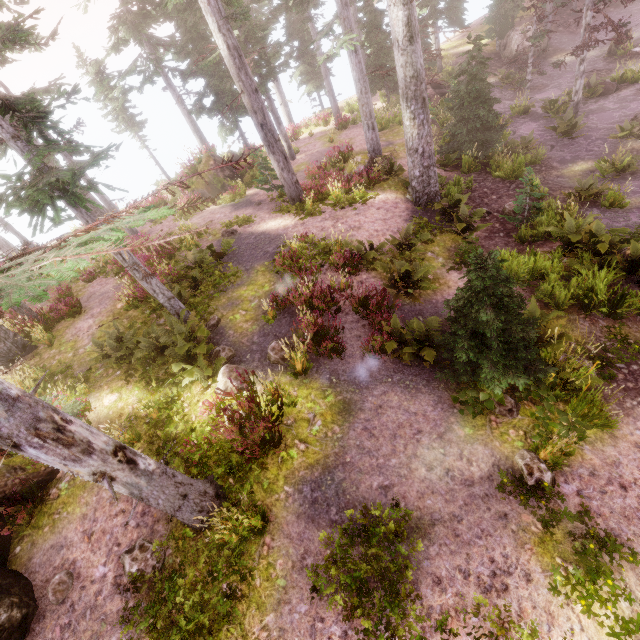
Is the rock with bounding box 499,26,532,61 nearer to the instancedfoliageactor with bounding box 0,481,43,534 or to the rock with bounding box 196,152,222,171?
the instancedfoliageactor with bounding box 0,481,43,534

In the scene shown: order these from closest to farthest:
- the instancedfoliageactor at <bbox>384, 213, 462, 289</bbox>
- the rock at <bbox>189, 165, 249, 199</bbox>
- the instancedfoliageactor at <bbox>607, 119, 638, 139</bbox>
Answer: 1. the instancedfoliageactor at <bbox>384, 213, 462, 289</bbox>
2. the instancedfoliageactor at <bbox>607, 119, 638, 139</bbox>
3. the rock at <bbox>189, 165, 249, 199</bbox>

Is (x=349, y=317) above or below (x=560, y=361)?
above

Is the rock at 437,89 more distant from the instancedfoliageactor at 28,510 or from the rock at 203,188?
the rock at 203,188

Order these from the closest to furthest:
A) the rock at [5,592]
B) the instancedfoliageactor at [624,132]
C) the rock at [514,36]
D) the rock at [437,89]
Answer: the rock at [5,592], the instancedfoliageactor at [624,132], the rock at [437,89], the rock at [514,36]

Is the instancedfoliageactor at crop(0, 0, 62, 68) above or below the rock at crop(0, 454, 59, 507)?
above

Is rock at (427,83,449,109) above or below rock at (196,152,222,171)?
below

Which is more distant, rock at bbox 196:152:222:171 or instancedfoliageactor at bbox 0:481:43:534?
rock at bbox 196:152:222:171
